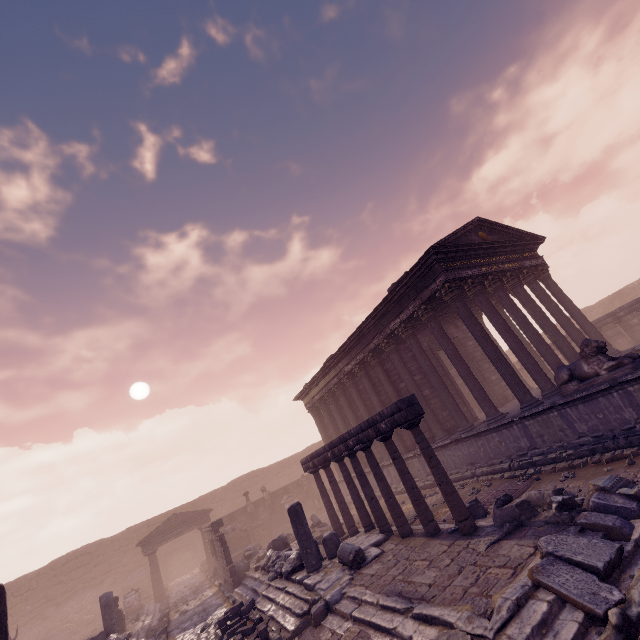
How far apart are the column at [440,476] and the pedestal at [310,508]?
18.90m

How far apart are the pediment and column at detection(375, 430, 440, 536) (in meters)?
19.45

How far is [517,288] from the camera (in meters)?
13.86

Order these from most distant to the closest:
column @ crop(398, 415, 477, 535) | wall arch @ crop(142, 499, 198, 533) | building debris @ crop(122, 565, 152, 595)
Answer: wall arch @ crop(142, 499, 198, 533), building debris @ crop(122, 565, 152, 595), column @ crop(398, 415, 477, 535)

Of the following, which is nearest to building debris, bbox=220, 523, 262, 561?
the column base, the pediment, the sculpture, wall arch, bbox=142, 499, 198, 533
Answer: the pediment

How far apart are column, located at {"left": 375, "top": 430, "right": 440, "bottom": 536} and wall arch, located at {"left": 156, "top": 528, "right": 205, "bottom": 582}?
27.4 meters

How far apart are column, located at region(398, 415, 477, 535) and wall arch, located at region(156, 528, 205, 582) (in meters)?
28.58

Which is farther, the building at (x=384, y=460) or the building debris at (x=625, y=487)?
the building at (x=384, y=460)
